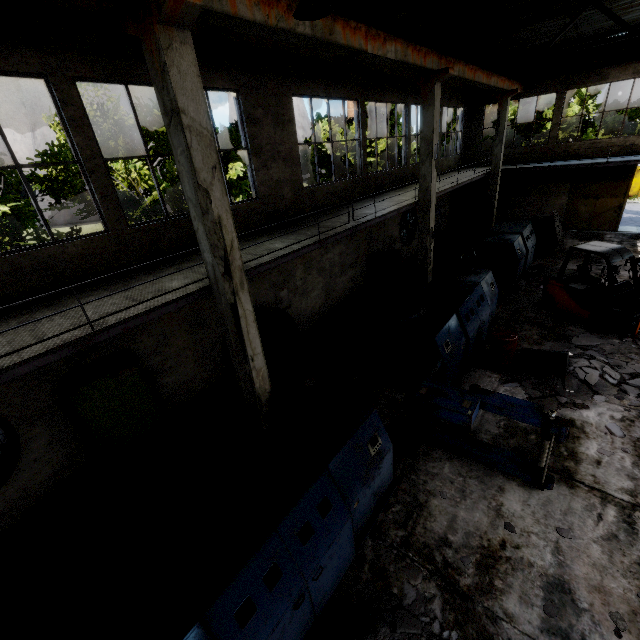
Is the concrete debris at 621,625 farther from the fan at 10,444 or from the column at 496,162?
the column at 496,162

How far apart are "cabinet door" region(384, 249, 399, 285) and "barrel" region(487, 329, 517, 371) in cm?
670

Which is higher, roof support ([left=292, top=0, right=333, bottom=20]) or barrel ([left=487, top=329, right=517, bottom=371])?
roof support ([left=292, top=0, right=333, bottom=20])

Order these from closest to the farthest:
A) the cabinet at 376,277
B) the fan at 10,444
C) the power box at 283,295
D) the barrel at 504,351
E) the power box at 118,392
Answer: the fan at 10,444 → the power box at 118,392 → the barrel at 504,351 → the power box at 283,295 → the cabinet at 376,277

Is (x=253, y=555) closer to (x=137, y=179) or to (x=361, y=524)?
(x=361, y=524)

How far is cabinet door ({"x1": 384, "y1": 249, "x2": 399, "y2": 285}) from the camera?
14.7m

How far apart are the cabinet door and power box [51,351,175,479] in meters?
10.9 m

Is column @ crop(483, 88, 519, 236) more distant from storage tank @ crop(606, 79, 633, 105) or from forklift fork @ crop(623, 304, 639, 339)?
storage tank @ crop(606, 79, 633, 105)
